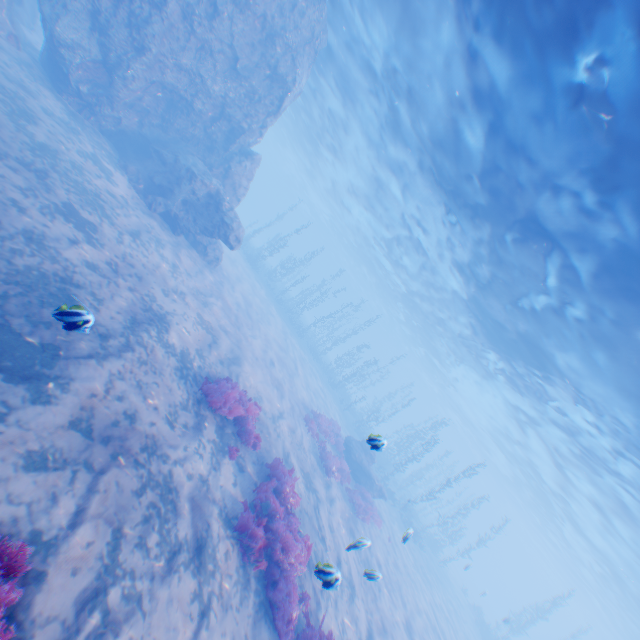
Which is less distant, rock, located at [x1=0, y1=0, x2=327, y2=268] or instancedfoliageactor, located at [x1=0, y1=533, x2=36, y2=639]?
instancedfoliageactor, located at [x1=0, y1=533, x2=36, y2=639]

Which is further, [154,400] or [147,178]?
[147,178]

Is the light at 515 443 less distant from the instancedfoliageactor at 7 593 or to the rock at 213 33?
the rock at 213 33

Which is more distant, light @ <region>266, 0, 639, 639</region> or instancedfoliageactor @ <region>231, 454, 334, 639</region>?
light @ <region>266, 0, 639, 639</region>

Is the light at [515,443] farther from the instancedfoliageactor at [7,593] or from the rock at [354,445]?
the rock at [354,445]

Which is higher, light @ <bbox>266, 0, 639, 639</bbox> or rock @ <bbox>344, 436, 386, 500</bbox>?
light @ <bbox>266, 0, 639, 639</bbox>

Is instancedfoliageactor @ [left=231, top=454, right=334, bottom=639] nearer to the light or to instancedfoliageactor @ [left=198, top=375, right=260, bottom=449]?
instancedfoliageactor @ [left=198, top=375, right=260, bottom=449]

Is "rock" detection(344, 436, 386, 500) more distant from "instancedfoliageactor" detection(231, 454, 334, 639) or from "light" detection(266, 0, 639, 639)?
"light" detection(266, 0, 639, 639)
